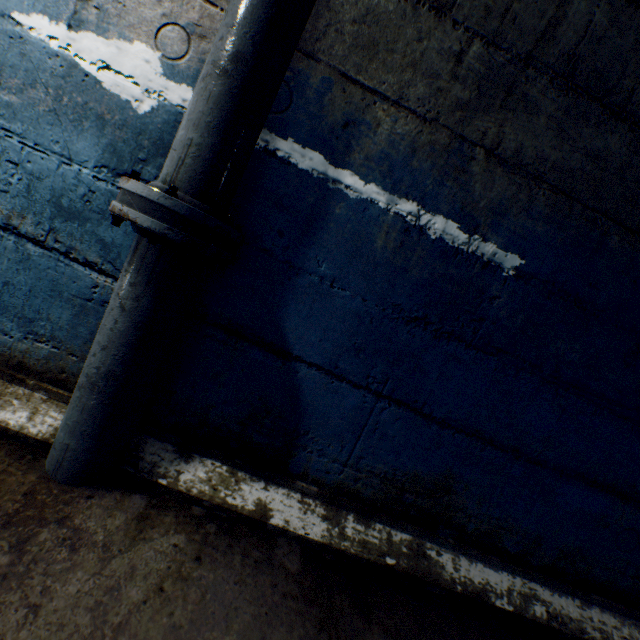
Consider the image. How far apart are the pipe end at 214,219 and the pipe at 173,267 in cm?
3

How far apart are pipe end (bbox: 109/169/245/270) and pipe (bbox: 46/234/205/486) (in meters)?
0.03

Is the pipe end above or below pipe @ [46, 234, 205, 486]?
above

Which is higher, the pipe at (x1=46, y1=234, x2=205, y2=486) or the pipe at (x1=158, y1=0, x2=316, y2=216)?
the pipe at (x1=158, y1=0, x2=316, y2=216)

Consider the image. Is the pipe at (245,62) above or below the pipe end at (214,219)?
above

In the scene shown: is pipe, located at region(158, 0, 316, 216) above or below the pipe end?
above

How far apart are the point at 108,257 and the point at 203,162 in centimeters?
51cm

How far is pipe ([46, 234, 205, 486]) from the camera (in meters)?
0.96
